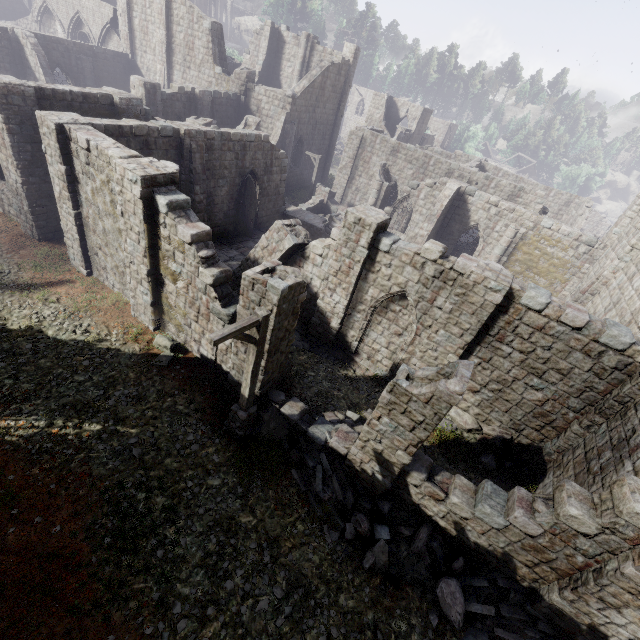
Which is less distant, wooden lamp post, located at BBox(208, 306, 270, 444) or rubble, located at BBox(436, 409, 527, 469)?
wooden lamp post, located at BBox(208, 306, 270, 444)

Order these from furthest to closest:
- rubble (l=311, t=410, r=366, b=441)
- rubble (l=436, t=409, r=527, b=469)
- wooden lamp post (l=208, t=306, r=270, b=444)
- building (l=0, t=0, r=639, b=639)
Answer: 1. rubble (l=436, t=409, r=527, b=469)
2. rubble (l=311, t=410, r=366, b=441)
3. building (l=0, t=0, r=639, b=639)
4. wooden lamp post (l=208, t=306, r=270, b=444)

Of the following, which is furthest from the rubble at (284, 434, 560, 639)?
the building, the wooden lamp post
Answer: the wooden lamp post

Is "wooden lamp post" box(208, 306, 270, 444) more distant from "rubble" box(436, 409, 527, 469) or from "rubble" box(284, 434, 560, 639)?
"rubble" box(436, 409, 527, 469)

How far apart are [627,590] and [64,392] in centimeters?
1424cm

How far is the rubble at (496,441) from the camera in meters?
11.7 m

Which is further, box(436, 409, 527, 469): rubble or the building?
box(436, 409, 527, 469): rubble

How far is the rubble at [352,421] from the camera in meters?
10.4 m
